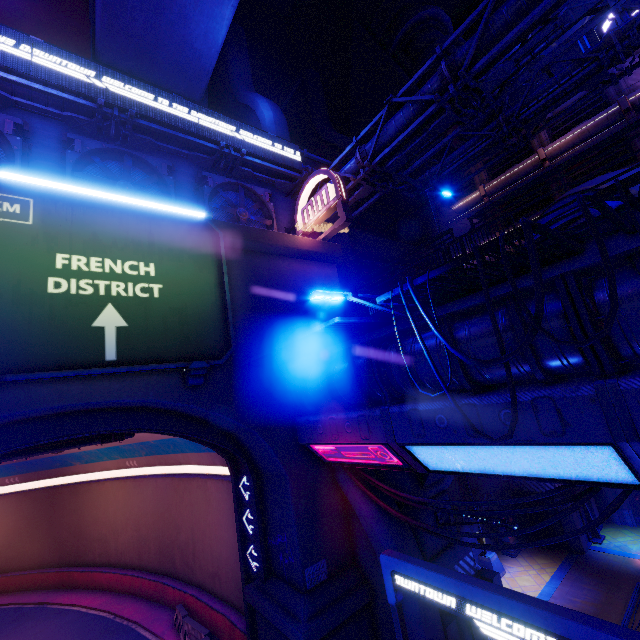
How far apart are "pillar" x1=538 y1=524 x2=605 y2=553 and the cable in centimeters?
1460cm

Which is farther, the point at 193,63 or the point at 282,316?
the point at 193,63

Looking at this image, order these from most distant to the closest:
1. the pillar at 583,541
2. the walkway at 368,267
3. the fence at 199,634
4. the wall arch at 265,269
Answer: the walkway at 368,267, the pillar at 583,541, the fence at 199,634, the wall arch at 265,269

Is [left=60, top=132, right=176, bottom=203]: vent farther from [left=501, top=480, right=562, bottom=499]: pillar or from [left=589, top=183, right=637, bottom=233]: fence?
[left=501, top=480, right=562, bottom=499]: pillar

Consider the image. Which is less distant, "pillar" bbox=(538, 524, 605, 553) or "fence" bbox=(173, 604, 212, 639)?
"fence" bbox=(173, 604, 212, 639)

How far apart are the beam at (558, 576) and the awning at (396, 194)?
22.8 meters

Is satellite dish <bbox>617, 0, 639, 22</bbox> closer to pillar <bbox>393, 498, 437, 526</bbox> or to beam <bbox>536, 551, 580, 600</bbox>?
pillar <bbox>393, 498, 437, 526</bbox>

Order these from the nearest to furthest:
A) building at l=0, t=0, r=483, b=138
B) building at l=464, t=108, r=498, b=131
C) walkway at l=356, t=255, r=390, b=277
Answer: building at l=0, t=0, r=483, b=138 < walkway at l=356, t=255, r=390, b=277 < building at l=464, t=108, r=498, b=131
